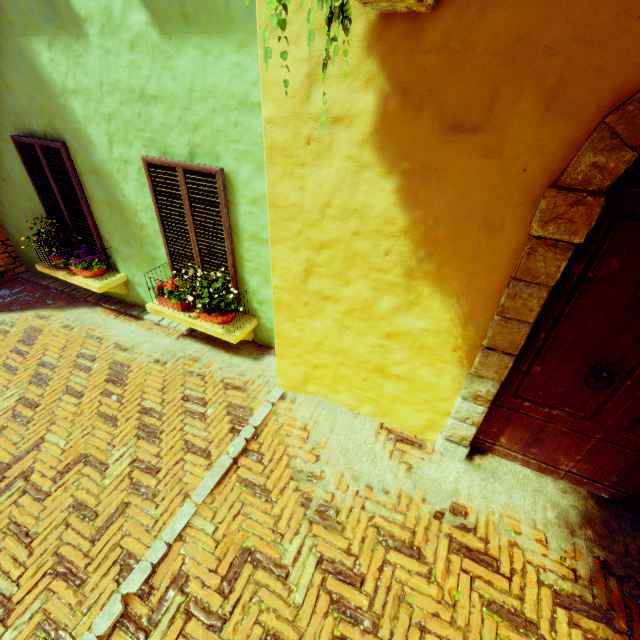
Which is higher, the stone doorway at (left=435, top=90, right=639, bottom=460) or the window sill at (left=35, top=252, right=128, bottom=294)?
the stone doorway at (left=435, top=90, right=639, bottom=460)

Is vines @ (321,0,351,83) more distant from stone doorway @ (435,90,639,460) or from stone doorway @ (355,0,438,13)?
stone doorway @ (435,90,639,460)

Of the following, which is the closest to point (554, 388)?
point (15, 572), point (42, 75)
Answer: point (15, 572)

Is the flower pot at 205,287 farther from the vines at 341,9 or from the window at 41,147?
the vines at 341,9

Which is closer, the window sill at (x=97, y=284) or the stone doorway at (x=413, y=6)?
the stone doorway at (x=413, y=6)

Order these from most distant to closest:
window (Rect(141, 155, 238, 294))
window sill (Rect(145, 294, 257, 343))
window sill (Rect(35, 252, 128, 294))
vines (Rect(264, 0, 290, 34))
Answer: window sill (Rect(35, 252, 128, 294)), window sill (Rect(145, 294, 257, 343)), window (Rect(141, 155, 238, 294)), vines (Rect(264, 0, 290, 34))

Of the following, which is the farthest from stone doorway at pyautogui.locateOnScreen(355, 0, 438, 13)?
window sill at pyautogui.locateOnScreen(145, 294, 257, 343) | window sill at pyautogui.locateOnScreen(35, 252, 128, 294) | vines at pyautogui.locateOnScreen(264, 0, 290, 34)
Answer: window sill at pyautogui.locateOnScreen(35, 252, 128, 294)

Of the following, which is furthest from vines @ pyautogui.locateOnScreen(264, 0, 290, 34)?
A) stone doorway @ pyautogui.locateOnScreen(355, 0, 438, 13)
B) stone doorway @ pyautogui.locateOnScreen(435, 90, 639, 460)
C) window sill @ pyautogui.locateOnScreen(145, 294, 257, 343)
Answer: window sill @ pyautogui.locateOnScreen(145, 294, 257, 343)
